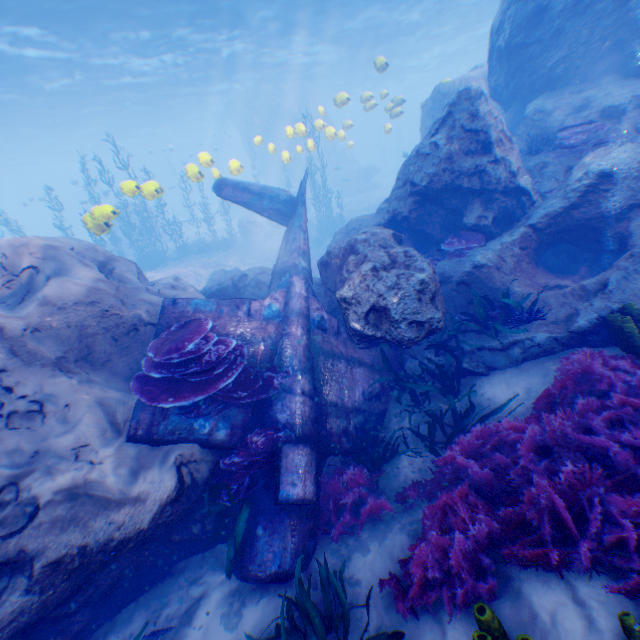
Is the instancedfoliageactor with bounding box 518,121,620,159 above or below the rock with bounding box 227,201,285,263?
above

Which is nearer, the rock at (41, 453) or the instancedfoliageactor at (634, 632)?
the instancedfoliageactor at (634, 632)

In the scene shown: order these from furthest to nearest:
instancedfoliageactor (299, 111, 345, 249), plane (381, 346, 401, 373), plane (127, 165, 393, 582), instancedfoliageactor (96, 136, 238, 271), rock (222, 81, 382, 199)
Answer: rock (222, 81, 382, 199)
instancedfoliageactor (299, 111, 345, 249)
instancedfoliageactor (96, 136, 238, 271)
plane (381, 346, 401, 373)
plane (127, 165, 393, 582)

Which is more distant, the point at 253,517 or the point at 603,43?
the point at 603,43

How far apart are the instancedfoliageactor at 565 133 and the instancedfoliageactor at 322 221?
15.6 meters

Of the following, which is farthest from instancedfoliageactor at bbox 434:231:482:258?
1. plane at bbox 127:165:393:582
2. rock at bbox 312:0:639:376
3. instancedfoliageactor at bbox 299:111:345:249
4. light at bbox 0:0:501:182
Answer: instancedfoliageactor at bbox 299:111:345:249

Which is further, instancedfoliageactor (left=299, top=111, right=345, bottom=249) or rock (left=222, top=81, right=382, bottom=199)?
rock (left=222, top=81, right=382, bottom=199)

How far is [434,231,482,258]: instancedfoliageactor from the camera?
7.36m
